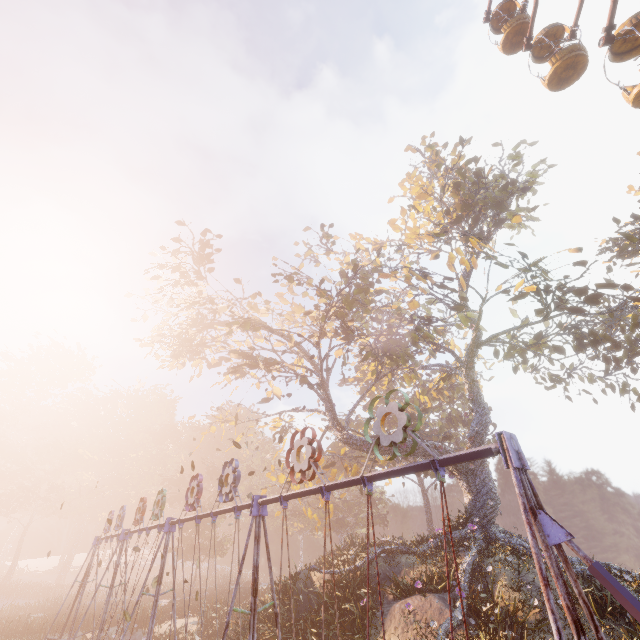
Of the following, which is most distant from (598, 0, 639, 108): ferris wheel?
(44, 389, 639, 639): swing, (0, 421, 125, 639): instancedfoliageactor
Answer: (0, 421, 125, 639): instancedfoliageactor

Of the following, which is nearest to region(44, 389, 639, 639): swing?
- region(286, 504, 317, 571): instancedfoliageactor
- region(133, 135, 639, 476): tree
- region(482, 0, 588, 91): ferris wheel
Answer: region(133, 135, 639, 476): tree

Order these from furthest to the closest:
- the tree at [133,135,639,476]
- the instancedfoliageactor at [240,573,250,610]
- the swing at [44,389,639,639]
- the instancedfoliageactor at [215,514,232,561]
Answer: the instancedfoliageactor at [215,514,232,561], the instancedfoliageactor at [240,573,250,610], the tree at [133,135,639,476], the swing at [44,389,639,639]

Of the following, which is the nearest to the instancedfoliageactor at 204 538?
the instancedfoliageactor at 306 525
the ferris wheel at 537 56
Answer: the instancedfoliageactor at 306 525

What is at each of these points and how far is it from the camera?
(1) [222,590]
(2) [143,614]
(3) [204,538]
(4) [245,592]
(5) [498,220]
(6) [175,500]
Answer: (1) instancedfoliageactor, 37.5 meters
(2) instancedfoliageactor, 23.8 meters
(3) instancedfoliageactor, 42.8 meters
(4) instancedfoliageactor, 35.8 meters
(5) tree, 25.4 meters
(6) instancedfoliageactor, 52.0 meters

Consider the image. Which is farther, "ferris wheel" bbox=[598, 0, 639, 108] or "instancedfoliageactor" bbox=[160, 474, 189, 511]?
"instancedfoliageactor" bbox=[160, 474, 189, 511]

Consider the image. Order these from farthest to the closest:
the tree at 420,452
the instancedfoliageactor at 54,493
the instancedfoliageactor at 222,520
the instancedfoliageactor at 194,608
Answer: the instancedfoliageactor at 222,520
the instancedfoliageactor at 54,493
the instancedfoliageactor at 194,608
the tree at 420,452

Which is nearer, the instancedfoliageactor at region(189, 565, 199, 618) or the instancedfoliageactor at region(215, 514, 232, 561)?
the instancedfoliageactor at region(189, 565, 199, 618)
